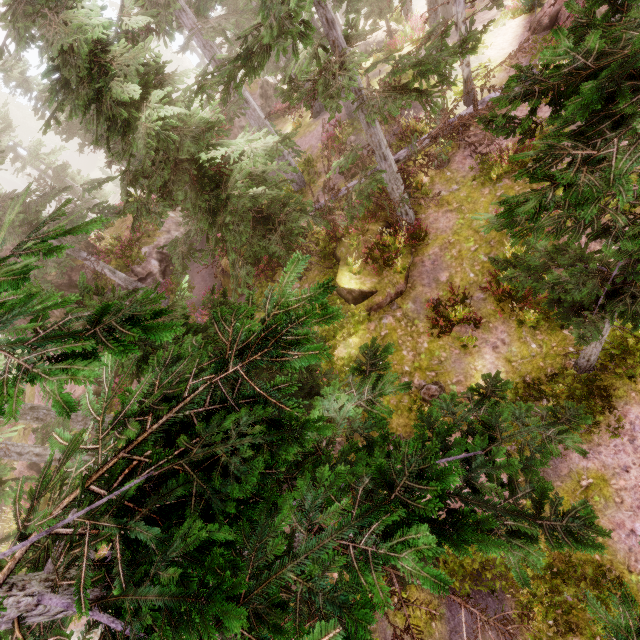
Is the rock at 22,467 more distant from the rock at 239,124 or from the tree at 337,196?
the tree at 337,196

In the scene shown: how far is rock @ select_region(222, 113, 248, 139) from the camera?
25.9 meters

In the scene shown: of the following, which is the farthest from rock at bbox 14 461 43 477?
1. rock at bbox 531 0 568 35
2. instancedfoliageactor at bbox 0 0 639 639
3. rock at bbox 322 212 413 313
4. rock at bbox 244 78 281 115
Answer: rock at bbox 531 0 568 35

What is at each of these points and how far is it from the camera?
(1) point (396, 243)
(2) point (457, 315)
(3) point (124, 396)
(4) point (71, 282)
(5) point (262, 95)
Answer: (1) instancedfoliageactor, 12.87m
(2) instancedfoliageactor, 11.26m
(3) instancedfoliageactor, 3.72m
(4) rock, 18.55m
(5) rock, 26.53m

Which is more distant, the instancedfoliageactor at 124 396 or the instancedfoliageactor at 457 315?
the instancedfoliageactor at 457 315

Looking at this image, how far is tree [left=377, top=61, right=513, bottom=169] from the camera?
10.3m

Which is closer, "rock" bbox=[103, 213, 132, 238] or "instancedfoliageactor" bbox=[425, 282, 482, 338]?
"instancedfoliageactor" bbox=[425, 282, 482, 338]

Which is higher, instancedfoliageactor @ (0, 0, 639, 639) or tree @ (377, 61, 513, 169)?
instancedfoliageactor @ (0, 0, 639, 639)
